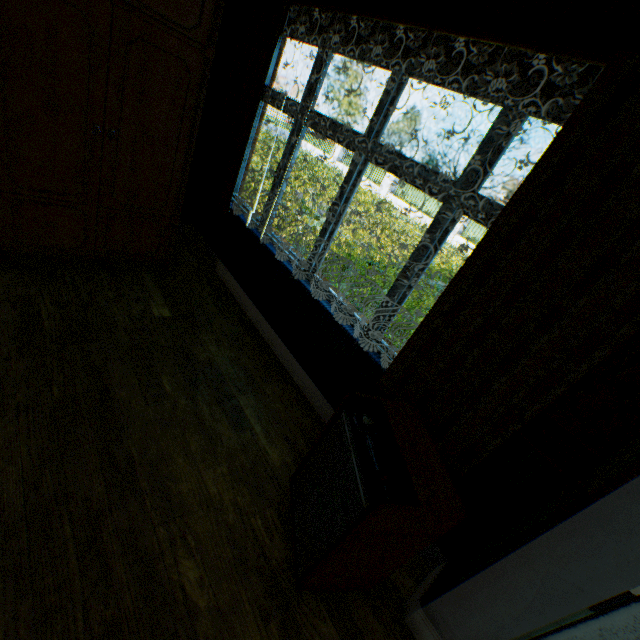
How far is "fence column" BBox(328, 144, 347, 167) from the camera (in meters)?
23.52

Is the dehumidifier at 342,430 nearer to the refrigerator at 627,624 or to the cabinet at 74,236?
the refrigerator at 627,624

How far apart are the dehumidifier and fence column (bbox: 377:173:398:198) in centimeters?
2115cm

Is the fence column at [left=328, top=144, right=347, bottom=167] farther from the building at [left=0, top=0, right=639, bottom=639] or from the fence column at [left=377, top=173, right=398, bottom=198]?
the building at [left=0, top=0, right=639, bottom=639]

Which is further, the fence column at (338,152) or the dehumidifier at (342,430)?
the fence column at (338,152)

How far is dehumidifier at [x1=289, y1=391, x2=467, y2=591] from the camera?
1.36m

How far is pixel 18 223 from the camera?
2.5 meters

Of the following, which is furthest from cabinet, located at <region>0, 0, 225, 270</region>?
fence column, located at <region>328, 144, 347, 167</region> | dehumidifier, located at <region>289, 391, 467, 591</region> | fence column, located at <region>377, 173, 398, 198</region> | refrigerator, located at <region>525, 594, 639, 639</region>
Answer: fence column, located at <region>328, 144, 347, 167</region>
